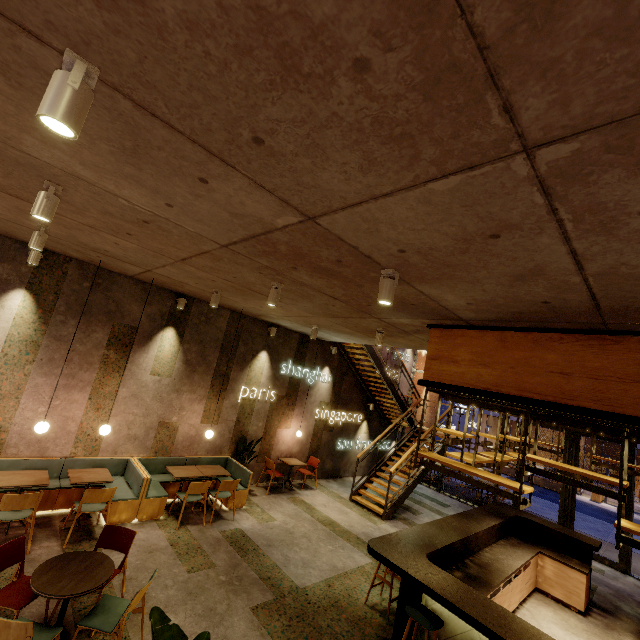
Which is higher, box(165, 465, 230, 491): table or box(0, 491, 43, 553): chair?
box(165, 465, 230, 491): table

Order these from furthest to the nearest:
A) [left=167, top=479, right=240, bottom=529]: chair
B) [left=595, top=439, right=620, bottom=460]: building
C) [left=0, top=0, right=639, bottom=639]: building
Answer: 1. [left=595, top=439, right=620, bottom=460]: building
2. [left=167, top=479, right=240, bottom=529]: chair
3. [left=0, top=0, right=639, bottom=639]: building

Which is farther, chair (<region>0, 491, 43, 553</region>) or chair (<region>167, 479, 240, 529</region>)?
chair (<region>167, 479, 240, 529</region>)

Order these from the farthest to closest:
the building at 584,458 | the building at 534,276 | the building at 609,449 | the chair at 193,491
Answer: A: the building at 609,449, the building at 584,458, the chair at 193,491, the building at 534,276

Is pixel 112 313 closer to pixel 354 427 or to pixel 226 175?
pixel 226 175

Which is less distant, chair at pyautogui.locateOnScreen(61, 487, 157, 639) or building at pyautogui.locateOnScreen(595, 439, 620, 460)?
chair at pyautogui.locateOnScreen(61, 487, 157, 639)

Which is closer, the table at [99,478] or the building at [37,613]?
the building at [37,613]

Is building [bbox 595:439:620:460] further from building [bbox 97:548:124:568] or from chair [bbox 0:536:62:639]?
chair [bbox 0:536:62:639]
